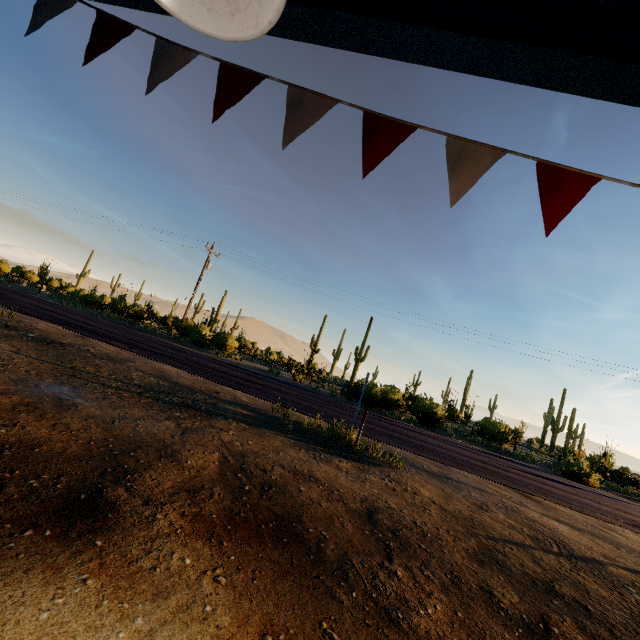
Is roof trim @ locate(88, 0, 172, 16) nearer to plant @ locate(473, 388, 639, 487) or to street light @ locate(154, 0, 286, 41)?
street light @ locate(154, 0, 286, 41)

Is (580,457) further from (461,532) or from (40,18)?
(40,18)

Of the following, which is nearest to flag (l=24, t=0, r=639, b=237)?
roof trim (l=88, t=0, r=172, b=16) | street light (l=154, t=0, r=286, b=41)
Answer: roof trim (l=88, t=0, r=172, b=16)

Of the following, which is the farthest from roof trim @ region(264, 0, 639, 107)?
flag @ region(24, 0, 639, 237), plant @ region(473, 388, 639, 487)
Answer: plant @ region(473, 388, 639, 487)

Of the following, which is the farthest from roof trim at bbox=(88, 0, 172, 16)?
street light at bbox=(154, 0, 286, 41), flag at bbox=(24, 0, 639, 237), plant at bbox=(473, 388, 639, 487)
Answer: plant at bbox=(473, 388, 639, 487)

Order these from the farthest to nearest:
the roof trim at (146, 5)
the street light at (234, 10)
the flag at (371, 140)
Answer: the roof trim at (146, 5)
the flag at (371, 140)
the street light at (234, 10)

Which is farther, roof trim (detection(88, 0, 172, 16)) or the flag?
roof trim (detection(88, 0, 172, 16))

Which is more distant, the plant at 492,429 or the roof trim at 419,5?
the plant at 492,429
